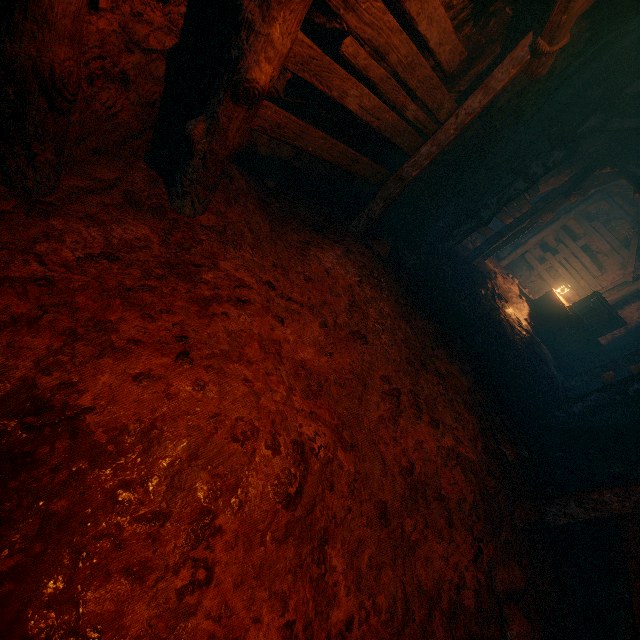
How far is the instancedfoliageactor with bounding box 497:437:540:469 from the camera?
3.80m

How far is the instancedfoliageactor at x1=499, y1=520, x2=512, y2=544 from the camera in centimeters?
304cm

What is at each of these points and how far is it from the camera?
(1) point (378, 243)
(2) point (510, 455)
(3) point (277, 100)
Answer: (1) instancedfoliageactor, 4.8 meters
(2) instancedfoliageactor, 3.8 meters
(3) z, 3.5 meters

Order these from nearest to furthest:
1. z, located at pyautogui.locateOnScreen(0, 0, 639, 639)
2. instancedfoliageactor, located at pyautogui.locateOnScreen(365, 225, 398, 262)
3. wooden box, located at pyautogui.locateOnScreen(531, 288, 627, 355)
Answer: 1. z, located at pyautogui.locateOnScreen(0, 0, 639, 639)
2. instancedfoliageactor, located at pyautogui.locateOnScreen(365, 225, 398, 262)
3. wooden box, located at pyautogui.locateOnScreen(531, 288, 627, 355)

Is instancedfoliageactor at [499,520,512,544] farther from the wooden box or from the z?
the wooden box

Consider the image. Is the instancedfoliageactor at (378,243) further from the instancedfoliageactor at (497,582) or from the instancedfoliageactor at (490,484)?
the instancedfoliageactor at (497,582)

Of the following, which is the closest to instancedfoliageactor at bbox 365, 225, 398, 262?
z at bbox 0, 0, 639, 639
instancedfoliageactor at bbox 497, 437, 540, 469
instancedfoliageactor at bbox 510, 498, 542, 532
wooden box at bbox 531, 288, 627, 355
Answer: z at bbox 0, 0, 639, 639

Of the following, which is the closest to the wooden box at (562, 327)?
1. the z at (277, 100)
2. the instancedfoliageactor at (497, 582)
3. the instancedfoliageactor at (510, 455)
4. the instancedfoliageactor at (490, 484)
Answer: the z at (277, 100)
